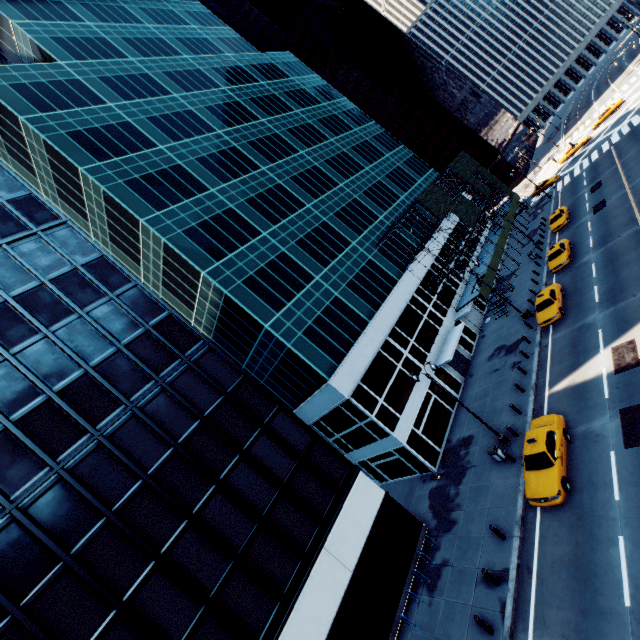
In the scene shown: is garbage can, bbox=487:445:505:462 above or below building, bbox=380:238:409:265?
below

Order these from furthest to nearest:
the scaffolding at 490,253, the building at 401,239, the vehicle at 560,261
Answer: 1. the building at 401,239
2. the scaffolding at 490,253
3. the vehicle at 560,261

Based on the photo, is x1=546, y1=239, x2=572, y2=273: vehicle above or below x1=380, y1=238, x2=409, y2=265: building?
below

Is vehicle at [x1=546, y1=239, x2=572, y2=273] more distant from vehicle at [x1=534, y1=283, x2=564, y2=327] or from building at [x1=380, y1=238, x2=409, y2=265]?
building at [x1=380, y1=238, x2=409, y2=265]

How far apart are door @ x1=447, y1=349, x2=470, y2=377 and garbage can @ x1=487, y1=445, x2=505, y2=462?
12.0m

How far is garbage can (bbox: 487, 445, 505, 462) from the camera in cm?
1992

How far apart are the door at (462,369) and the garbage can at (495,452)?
12.0m

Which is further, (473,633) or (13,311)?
(13,311)
